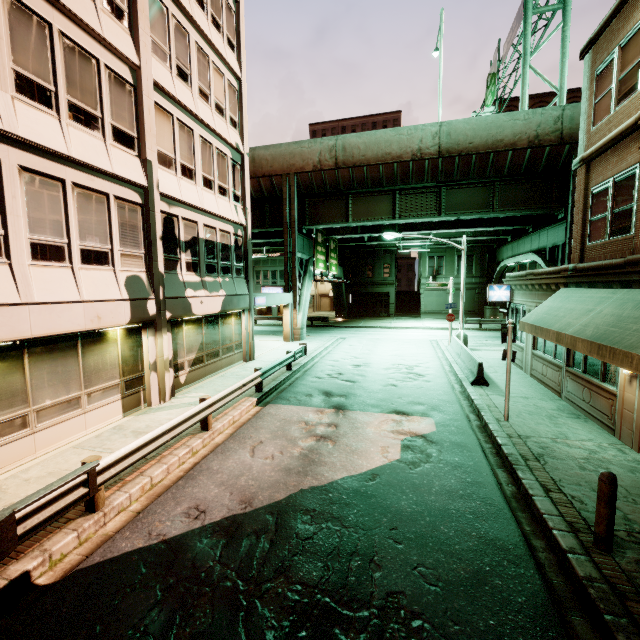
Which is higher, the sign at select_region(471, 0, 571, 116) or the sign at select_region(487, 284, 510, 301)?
the sign at select_region(471, 0, 571, 116)

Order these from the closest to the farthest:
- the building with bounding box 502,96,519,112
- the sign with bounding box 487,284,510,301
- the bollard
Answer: the bollard, the sign with bounding box 487,284,510,301, the building with bounding box 502,96,519,112

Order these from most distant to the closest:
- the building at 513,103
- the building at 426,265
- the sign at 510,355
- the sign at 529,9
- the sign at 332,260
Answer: the building at 426,265, the building at 513,103, the sign at 332,260, the sign at 529,9, the sign at 510,355

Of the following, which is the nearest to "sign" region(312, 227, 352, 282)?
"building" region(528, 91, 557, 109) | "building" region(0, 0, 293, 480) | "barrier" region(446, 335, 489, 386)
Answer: "building" region(0, 0, 293, 480)

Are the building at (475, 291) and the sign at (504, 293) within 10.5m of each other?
no

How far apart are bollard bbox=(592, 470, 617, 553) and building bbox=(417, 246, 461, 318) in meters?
38.8 m

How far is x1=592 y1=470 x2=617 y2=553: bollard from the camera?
4.83m

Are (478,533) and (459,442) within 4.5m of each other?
yes
